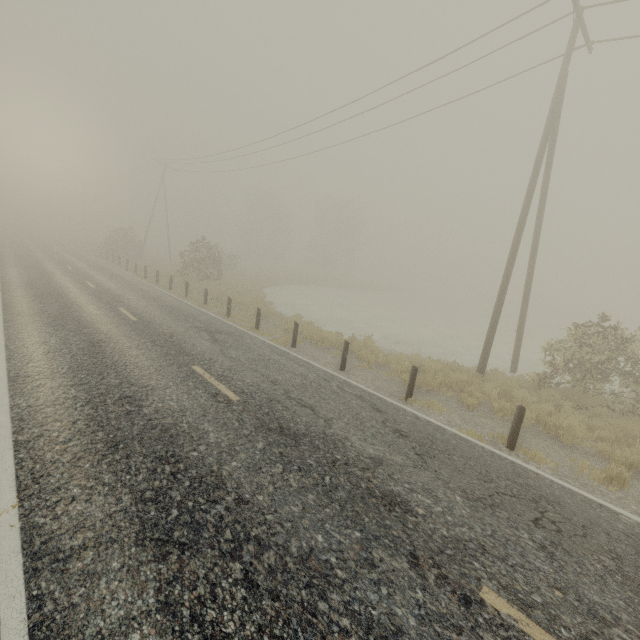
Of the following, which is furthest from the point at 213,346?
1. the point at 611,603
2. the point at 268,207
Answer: the point at 268,207

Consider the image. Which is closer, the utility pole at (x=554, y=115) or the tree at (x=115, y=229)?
the utility pole at (x=554, y=115)

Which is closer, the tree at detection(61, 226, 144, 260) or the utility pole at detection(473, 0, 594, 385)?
the utility pole at detection(473, 0, 594, 385)

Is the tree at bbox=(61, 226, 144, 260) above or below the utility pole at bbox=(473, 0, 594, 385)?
below

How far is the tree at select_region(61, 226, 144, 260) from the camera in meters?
35.7

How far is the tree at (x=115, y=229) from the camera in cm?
3566
